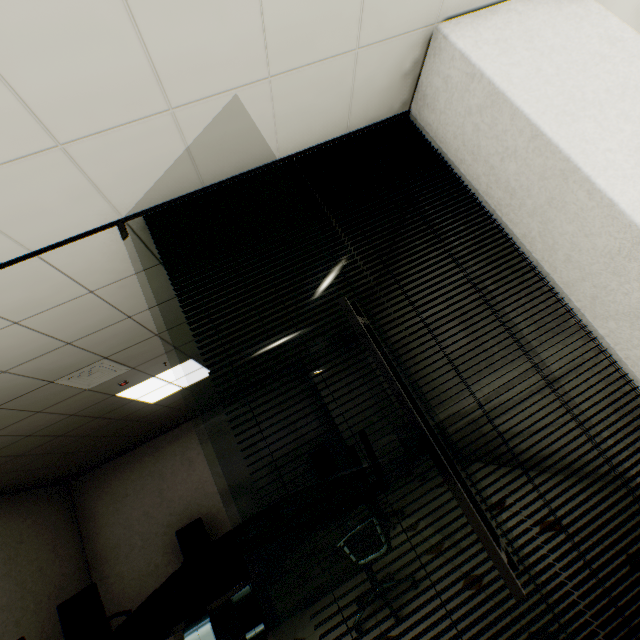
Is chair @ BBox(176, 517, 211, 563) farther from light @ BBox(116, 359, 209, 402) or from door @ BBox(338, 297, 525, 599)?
door @ BBox(338, 297, 525, 599)

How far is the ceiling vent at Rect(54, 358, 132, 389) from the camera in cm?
308

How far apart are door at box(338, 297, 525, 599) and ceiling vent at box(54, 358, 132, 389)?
2.9m

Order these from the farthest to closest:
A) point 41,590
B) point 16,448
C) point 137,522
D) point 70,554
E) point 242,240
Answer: point 137,522
point 70,554
point 41,590
point 16,448
point 242,240

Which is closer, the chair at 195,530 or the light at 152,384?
the light at 152,384

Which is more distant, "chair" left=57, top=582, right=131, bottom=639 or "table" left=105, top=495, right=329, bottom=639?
"chair" left=57, top=582, right=131, bottom=639

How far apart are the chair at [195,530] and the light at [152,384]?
2.59m

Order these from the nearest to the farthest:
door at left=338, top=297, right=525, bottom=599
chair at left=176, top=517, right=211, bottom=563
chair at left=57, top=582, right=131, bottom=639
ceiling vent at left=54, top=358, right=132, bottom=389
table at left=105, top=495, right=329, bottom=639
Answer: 1. door at left=338, top=297, right=525, bottom=599
2. table at left=105, top=495, right=329, bottom=639
3. ceiling vent at left=54, top=358, right=132, bottom=389
4. chair at left=57, top=582, right=131, bottom=639
5. chair at left=176, top=517, right=211, bottom=563
